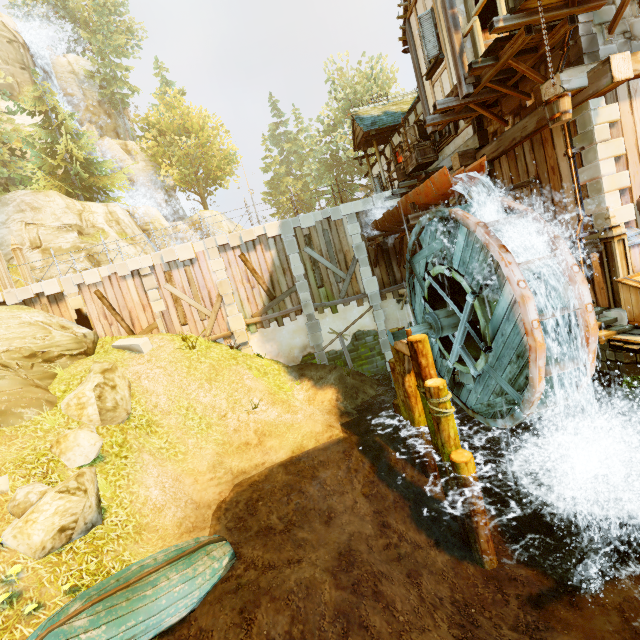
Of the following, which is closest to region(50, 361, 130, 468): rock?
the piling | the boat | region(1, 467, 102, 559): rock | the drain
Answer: region(1, 467, 102, 559): rock

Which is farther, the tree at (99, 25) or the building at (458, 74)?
A: the tree at (99, 25)

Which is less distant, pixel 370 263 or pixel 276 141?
pixel 370 263

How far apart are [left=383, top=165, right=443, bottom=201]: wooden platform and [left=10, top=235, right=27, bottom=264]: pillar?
17.5m

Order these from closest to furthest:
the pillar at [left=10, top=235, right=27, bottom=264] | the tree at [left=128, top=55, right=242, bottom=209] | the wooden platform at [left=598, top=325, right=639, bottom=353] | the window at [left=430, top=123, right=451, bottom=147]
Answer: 1. the wooden platform at [left=598, top=325, right=639, bottom=353]
2. the window at [left=430, top=123, right=451, bottom=147]
3. the pillar at [left=10, top=235, right=27, bottom=264]
4. the tree at [left=128, top=55, right=242, bottom=209]

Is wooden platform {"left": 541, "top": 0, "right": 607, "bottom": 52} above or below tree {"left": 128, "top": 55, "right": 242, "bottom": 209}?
below

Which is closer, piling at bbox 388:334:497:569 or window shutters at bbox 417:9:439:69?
piling at bbox 388:334:497:569

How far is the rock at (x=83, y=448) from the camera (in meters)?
8.51
